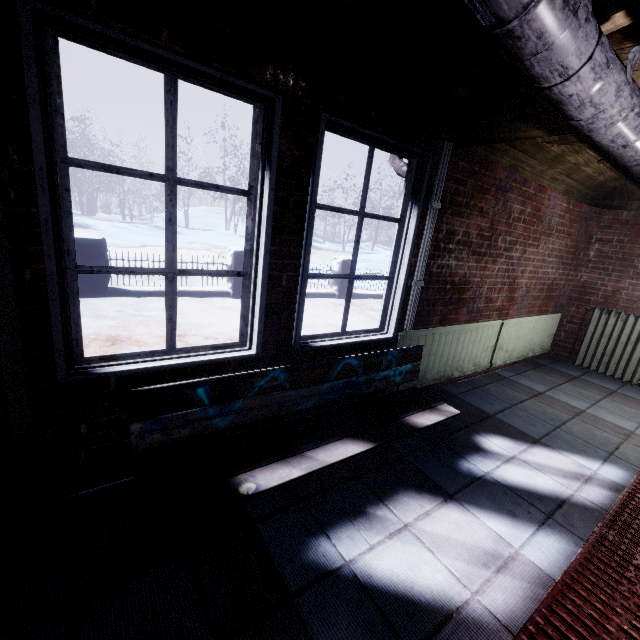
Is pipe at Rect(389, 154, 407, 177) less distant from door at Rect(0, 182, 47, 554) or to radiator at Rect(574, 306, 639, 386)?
door at Rect(0, 182, 47, 554)

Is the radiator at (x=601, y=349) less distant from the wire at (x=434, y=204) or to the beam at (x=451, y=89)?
the wire at (x=434, y=204)

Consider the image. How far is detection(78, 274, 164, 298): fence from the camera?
4.9 meters

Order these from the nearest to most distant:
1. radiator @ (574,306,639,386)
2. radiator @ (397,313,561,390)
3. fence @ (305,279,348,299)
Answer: radiator @ (397,313,561,390) < radiator @ (574,306,639,386) < fence @ (305,279,348,299)

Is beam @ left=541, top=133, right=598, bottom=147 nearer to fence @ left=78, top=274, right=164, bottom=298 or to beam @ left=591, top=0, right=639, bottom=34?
beam @ left=591, top=0, right=639, bottom=34

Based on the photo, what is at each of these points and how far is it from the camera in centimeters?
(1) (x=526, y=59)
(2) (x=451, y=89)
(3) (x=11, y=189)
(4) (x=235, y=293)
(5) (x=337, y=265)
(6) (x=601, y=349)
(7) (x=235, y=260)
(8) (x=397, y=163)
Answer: (1) pipe, 95cm
(2) beam, 169cm
(3) window, 109cm
(4) fence, 610cm
(5) fence, 721cm
(6) radiator, 405cm
(7) fence, 593cm
(8) pipe, 247cm

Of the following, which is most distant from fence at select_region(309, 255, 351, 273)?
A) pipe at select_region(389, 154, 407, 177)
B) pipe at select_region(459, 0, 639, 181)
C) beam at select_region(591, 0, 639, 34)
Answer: pipe at select_region(459, 0, 639, 181)

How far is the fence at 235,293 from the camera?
5.78m
